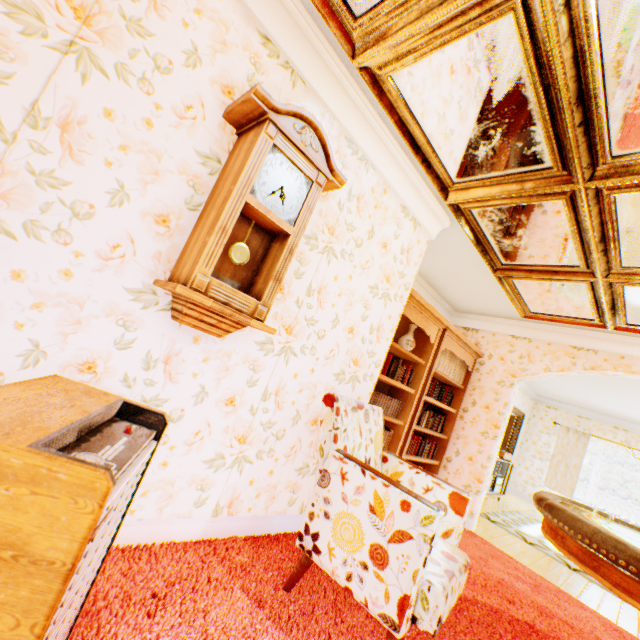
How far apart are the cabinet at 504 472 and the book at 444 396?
2.8 meters

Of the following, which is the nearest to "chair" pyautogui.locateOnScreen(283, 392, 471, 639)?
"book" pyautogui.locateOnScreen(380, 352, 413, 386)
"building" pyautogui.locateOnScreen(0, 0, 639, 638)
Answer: "building" pyautogui.locateOnScreen(0, 0, 639, 638)

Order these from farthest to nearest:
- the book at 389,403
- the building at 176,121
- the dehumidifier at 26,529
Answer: the book at 389,403, the building at 176,121, the dehumidifier at 26,529

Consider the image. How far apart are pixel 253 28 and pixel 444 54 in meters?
1.1 m

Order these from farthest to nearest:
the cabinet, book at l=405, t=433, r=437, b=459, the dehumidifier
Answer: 1. the cabinet
2. book at l=405, t=433, r=437, b=459
3. the dehumidifier

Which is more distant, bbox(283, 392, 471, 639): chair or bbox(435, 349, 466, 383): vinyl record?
bbox(435, 349, 466, 383): vinyl record

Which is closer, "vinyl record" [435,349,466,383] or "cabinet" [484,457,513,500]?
"vinyl record" [435,349,466,383]

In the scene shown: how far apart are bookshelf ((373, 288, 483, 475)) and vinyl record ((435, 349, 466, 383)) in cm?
6
